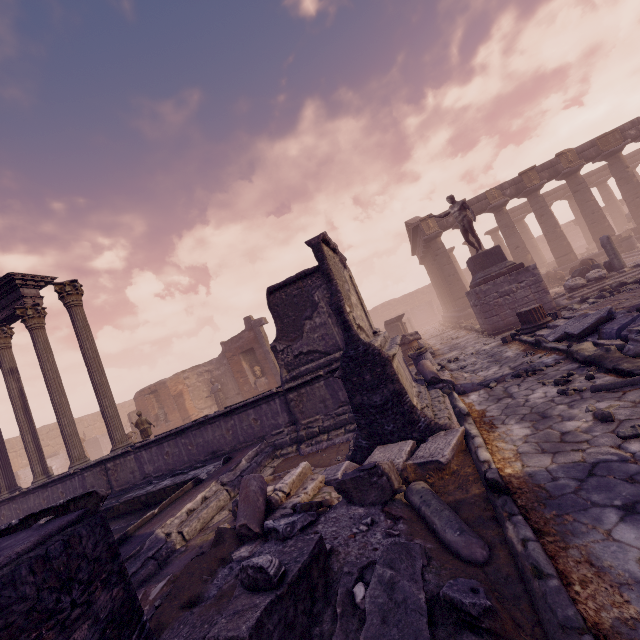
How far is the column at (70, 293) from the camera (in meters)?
9.66

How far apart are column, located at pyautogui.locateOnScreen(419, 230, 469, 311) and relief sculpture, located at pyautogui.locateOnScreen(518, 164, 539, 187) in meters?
5.9 m

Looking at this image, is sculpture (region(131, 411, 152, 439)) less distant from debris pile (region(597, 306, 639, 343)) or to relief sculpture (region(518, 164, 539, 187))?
debris pile (region(597, 306, 639, 343))

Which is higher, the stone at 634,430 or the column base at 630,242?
the column base at 630,242

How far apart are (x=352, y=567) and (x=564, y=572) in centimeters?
142cm

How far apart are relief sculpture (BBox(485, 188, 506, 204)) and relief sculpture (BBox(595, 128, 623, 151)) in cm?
558

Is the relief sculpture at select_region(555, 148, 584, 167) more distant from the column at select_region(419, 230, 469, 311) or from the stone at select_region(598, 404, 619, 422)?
the stone at select_region(598, 404, 619, 422)

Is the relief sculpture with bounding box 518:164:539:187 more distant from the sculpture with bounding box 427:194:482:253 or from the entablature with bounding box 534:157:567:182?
the sculpture with bounding box 427:194:482:253
